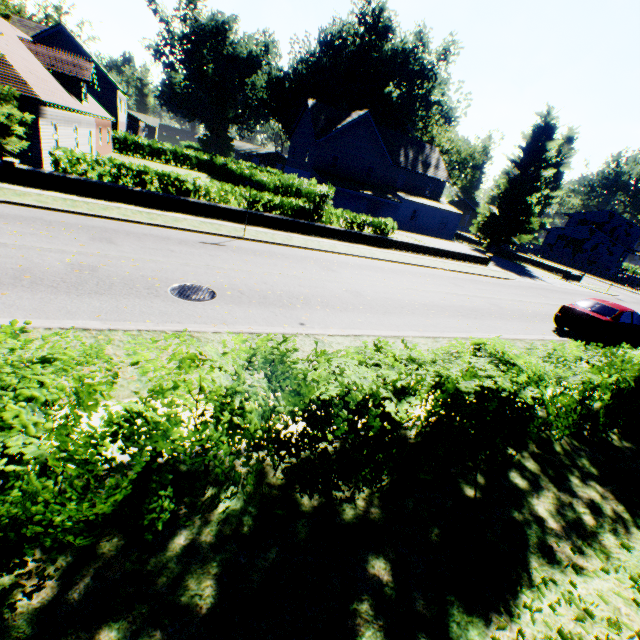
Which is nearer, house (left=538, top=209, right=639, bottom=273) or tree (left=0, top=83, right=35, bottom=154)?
tree (left=0, top=83, right=35, bottom=154)

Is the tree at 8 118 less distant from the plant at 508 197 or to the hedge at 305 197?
the hedge at 305 197

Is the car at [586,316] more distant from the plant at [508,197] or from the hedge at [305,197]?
the plant at [508,197]

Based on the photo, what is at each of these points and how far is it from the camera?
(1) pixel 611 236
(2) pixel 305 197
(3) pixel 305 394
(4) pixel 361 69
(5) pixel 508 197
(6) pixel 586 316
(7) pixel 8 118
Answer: (1) house, 55.38m
(2) hedge, 20.78m
(3) hedge, 2.76m
(4) plant, 48.25m
(5) plant, 37.47m
(6) car, 12.66m
(7) tree, 13.90m

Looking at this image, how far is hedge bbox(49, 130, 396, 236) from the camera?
15.1m

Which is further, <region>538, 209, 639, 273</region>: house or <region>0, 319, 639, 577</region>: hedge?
<region>538, 209, 639, 273</region>: house

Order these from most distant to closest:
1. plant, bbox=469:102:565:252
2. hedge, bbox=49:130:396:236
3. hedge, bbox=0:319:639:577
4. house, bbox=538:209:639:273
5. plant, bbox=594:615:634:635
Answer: house, bbox=538:209:639:273 → plant, bbox=469:102:565:252 → hedge, bbox=49:130:396:236 → plant, bbox=594:615:634:635 → hedge, bbox=0:319:639:577

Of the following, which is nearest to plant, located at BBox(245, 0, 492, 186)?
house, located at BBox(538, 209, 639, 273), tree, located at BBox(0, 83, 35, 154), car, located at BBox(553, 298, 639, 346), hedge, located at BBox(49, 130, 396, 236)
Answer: house, located at BBox(538, 209, 639, 273)
